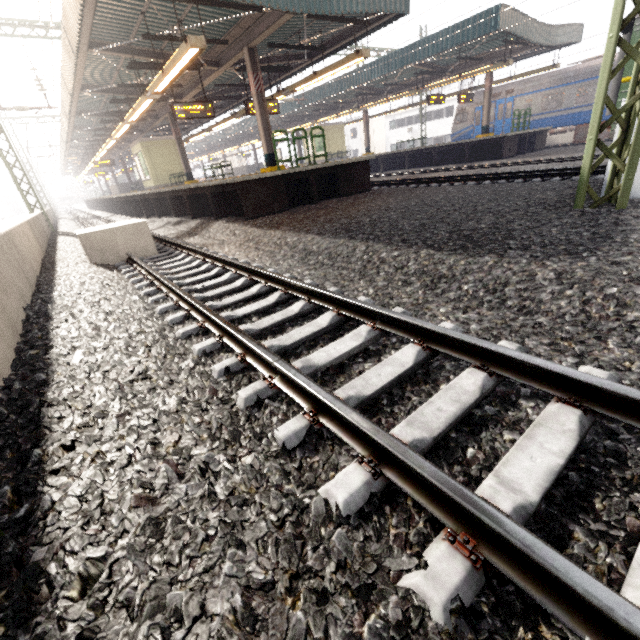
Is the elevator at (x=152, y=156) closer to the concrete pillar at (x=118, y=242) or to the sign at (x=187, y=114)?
the sign at (x=187, y=114)

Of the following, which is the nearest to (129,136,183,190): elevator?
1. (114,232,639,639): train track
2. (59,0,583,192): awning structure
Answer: (59,0,583,192): awning structure

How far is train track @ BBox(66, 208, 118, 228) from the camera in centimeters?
1794cm

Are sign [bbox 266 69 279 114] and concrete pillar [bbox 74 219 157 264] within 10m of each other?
yes

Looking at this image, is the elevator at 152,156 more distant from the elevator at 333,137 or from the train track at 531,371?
the elevator at 333,137

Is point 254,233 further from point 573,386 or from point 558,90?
point 558,90

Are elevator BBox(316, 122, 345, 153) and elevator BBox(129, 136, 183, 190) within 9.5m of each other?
no

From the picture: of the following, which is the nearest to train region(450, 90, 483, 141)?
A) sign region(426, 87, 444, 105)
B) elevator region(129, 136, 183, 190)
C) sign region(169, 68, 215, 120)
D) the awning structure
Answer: sign region(426, 87, 444, 105)
